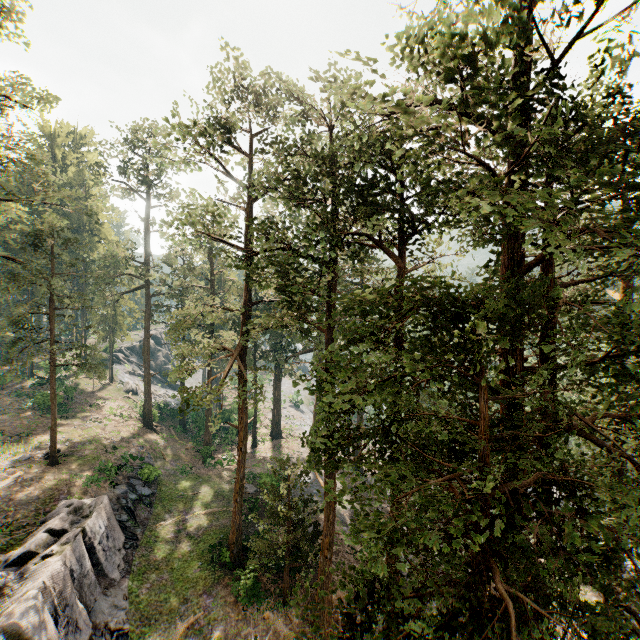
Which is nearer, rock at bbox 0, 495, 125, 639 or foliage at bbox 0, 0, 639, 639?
foliage at bbox 0, 0, 639, 639

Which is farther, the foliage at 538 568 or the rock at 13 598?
the rock at 13 598

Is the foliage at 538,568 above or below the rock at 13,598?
above

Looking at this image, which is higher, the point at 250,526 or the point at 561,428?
the point at 561,428

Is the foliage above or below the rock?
above
